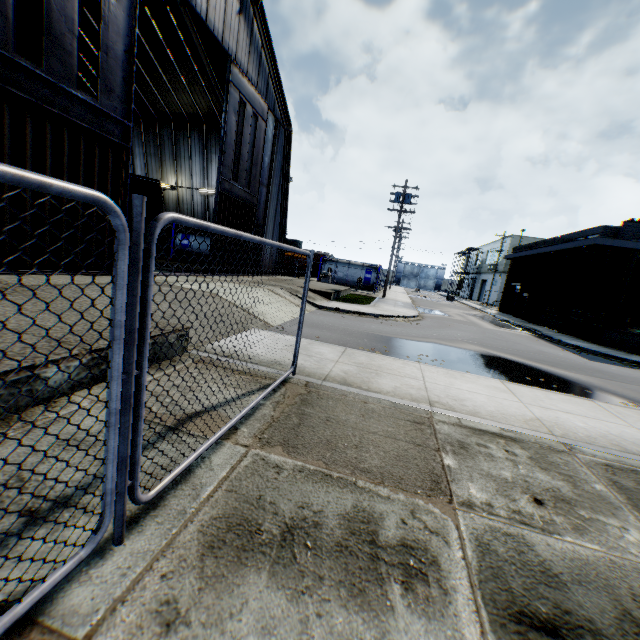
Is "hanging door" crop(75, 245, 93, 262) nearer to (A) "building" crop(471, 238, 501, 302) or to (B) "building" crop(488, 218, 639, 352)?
(B) "building" crop(488, 218, 639, 352)

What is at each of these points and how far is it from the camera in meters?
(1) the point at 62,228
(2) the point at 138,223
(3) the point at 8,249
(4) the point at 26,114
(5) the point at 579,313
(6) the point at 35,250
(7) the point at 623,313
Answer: (1) hanging door, 9.3 m
(2) metal fence, 1.8 m
(3) hanging door, 8.2 m
(4) hanging door, 8.0 m
(5) wooden pallet, 21.3 m
(6) hanging door, 8.8 m
(7) building, 22.3 m

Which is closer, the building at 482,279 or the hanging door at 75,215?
the hanging door at 75,215

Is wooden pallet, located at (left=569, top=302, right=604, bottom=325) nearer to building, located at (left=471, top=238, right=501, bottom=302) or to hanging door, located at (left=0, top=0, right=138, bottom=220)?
hanging door, located at (left=0, top=0, right=138, bottom=220)

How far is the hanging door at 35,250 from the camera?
8.55m

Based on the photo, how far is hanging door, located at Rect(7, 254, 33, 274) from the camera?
8.3m

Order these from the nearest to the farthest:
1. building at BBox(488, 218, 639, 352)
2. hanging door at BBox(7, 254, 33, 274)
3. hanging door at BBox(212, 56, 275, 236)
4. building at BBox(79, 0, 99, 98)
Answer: hanging door at BBox(7, 254, 33, 274) → hanging door at BBox(212, 56, 275, 236) → building at BBox(488, 218, 639, 352) → building at BBox(79, 0, 99, 98)

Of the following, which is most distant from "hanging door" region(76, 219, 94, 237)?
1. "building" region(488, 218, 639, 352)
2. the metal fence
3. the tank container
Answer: "building" region(488, 218, 639, 352)
